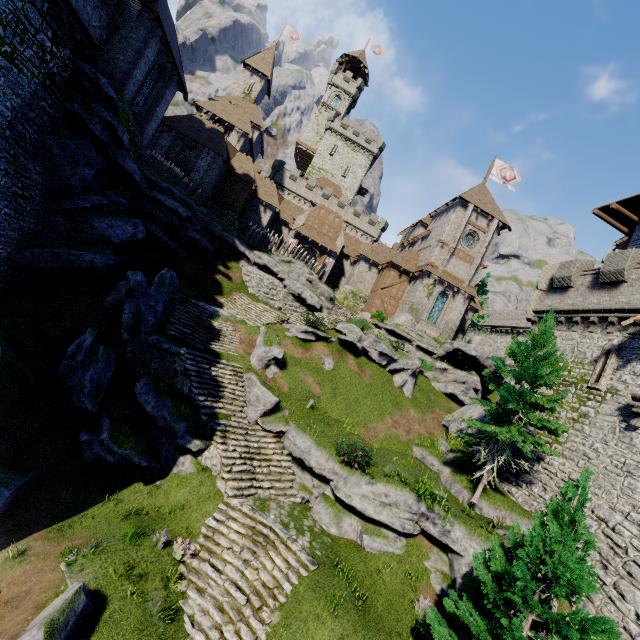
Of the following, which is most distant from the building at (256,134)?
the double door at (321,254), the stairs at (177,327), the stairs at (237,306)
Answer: the stairs at (177,327)

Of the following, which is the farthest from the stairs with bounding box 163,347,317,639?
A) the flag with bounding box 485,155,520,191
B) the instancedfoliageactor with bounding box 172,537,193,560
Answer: the flag with bounding box 485,155,520,191

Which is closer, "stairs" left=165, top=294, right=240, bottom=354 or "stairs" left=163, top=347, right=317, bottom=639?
"stairs" left=163, top=347, right=317, bottom=639

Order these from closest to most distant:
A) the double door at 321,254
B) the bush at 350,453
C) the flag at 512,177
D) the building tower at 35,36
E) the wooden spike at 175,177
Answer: the building tower at 35,36 → the bush at 350,453 → the wooden spike at 175,177 → the double door at 321,254 → the flag at 512,177

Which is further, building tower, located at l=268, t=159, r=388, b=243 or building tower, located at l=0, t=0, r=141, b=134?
building tower, located at l=268, t=159, r=388, b=243

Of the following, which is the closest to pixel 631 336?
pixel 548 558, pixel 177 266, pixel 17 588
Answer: pixel 548 558

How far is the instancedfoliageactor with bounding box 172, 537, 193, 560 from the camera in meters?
10.6

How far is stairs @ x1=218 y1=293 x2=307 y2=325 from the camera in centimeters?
2408cm
